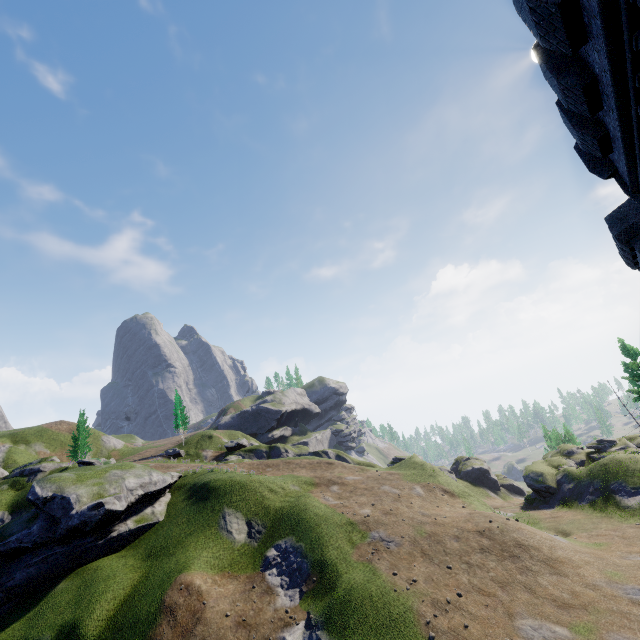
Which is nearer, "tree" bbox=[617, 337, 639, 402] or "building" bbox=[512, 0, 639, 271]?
"building" bbox=[512, 0, 639, 271]

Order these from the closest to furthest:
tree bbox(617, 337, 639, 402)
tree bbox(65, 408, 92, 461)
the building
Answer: the building
tree bbox(617, 337, 639, 402)
tree bbox(65, 408, 92, 461)

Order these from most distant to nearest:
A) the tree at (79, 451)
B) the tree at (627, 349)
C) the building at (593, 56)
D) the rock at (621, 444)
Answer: the tree at (79, 451) → the tree at (627, 349) → the rock at (621, 444) → the building at (593, 56)

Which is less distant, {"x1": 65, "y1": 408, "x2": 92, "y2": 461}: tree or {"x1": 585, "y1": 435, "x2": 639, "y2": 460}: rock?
{"x1": 585, "y1": 435, "x2": 639, "y2": 460}: rock

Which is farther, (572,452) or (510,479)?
(510,479)

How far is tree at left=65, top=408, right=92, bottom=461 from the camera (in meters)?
50.19

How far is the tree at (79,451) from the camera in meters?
50.2 m

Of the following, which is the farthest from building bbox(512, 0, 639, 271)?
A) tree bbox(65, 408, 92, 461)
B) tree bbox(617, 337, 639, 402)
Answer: tree bbox(65, 408, 92, 461)
